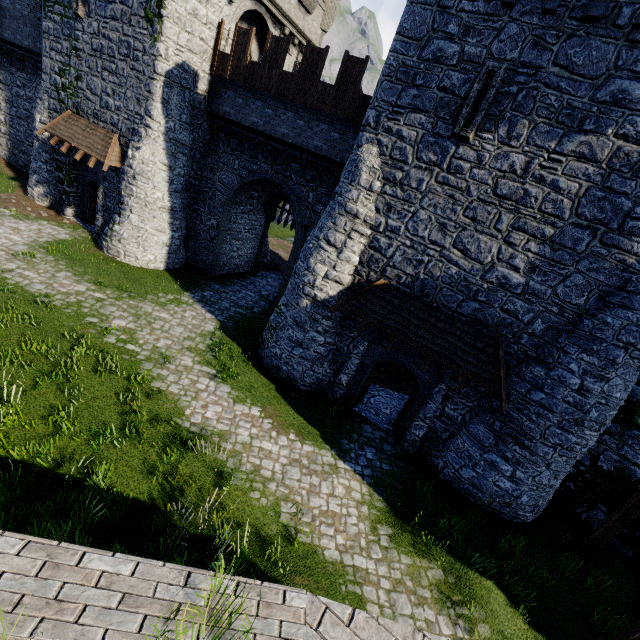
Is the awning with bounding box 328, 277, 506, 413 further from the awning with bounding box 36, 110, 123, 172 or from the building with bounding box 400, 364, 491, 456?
the awning with bounding box 36, 110, 123, 172

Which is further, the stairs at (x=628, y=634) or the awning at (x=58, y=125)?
the awning at (x=58, y=125)

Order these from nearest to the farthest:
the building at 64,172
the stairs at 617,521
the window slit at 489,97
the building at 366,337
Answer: the window slit at 489,97, the stairs at 617,521, the building at 366,337, the building at 64,172

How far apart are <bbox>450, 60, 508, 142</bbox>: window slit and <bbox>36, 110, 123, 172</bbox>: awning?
15.5 meters

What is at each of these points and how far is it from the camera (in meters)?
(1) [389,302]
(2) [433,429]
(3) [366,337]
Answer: (1) awning, 10.98
(2) building, 11.69
(3) building, 12.06

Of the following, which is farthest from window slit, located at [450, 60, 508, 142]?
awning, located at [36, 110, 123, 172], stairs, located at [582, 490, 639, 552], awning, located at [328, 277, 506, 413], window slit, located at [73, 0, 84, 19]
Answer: window slit, located at [73, 0, 84, 19]

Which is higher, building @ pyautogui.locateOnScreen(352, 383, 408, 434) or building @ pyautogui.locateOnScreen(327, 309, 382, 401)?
building @ pyautogui.locateOnScreen(327, 309, 382, 401)

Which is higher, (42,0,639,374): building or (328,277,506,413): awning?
(42,0,639,374): building
